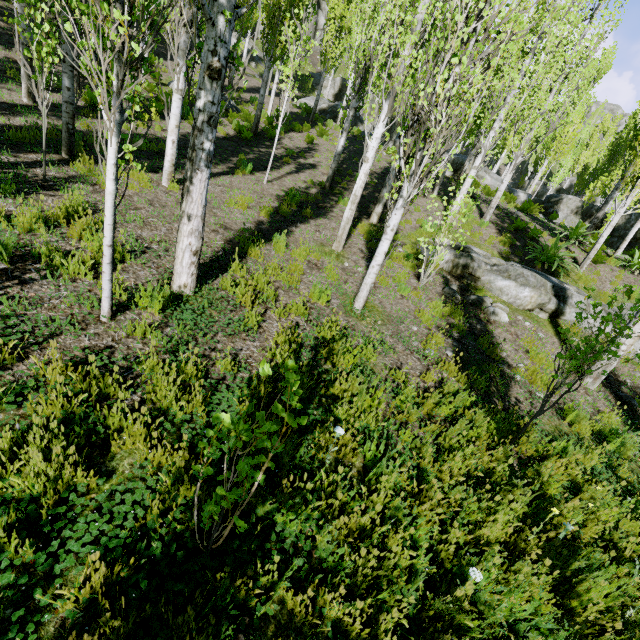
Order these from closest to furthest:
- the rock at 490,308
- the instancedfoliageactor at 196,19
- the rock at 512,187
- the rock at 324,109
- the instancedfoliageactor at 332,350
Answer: the instancedfoliageactor at 196,19 → the instancedfoliageactor at 332,350 → the rock at 490,308 → the rock at 512,187 → the rock at 324,109

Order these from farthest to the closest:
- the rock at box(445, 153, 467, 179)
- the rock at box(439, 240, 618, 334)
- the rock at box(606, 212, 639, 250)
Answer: the rock at box(445, 153, 467, 179) < the rock at box(606, 212, 639, 250) < the rock at box(439, 240, 618, 334)

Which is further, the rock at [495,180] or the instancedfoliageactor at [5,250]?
the rock at [495,180]

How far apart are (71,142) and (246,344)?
6.28m

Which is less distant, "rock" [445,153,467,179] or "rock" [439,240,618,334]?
"rock" [439,240,618,334]

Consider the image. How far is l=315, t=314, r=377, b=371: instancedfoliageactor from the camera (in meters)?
4.34

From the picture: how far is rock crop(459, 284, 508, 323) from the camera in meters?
7.7

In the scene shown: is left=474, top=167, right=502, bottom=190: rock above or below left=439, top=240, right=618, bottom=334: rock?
above
